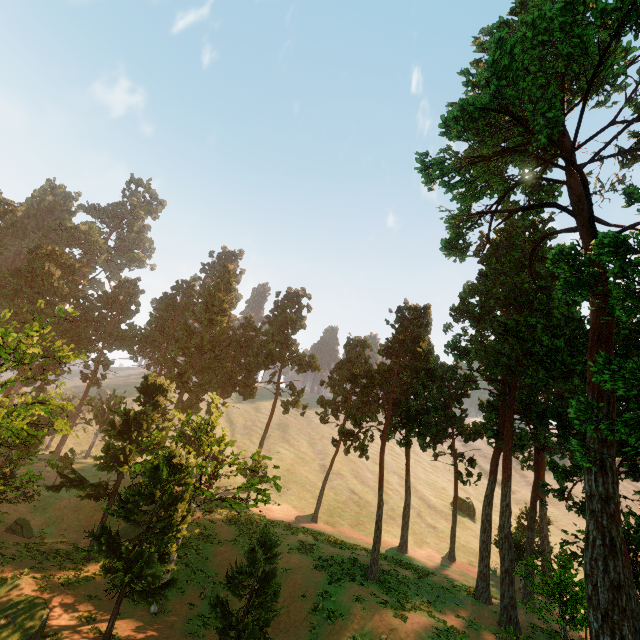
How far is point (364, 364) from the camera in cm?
4353

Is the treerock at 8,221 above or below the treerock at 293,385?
above

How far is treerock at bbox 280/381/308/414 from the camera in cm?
4325

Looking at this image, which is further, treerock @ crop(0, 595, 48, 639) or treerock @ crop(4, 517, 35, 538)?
treerock @ crop(4, 517, 35, 538)

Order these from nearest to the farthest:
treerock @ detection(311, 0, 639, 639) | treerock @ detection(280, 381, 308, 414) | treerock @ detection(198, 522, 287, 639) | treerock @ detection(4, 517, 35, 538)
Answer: treerock @ detection(198, 522, 287, 639)
treerock @ detection(311, 0, 639, 639)
treerock @ detection(4, 517, 35, 538)
treerock @ detection(280, 381, 308, 414)

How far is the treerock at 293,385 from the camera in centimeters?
4325cm
